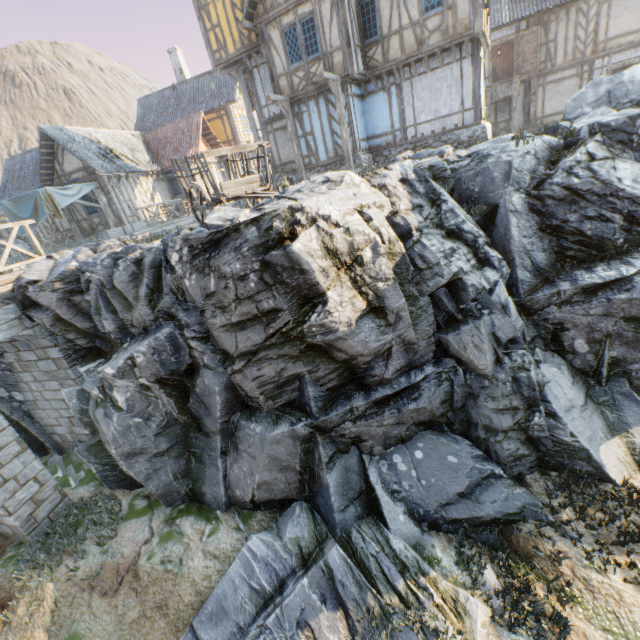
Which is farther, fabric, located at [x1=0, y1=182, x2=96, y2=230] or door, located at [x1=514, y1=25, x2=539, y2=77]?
door, located at [x1=514, y1=25, x2=539, y2=77]

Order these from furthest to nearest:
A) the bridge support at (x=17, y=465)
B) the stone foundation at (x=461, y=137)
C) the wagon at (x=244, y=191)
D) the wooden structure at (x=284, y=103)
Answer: the wooden structure at (x=284, y=103) → the stone foundation at (x=461, y=137) → the bridge support at (x=17, y=465) → the wagon at (x=244, y=191)

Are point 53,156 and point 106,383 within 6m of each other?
no

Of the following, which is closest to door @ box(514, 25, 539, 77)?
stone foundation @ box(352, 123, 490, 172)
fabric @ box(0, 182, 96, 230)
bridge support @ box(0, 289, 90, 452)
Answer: stone foundation @ box(352, 123, 490, 172)

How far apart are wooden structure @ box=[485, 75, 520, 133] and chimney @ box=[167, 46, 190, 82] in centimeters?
2287cm

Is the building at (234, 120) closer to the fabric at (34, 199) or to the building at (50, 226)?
the building at (50, 226)

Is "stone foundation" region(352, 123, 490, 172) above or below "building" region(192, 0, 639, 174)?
below

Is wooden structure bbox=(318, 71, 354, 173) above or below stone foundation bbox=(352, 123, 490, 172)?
above
